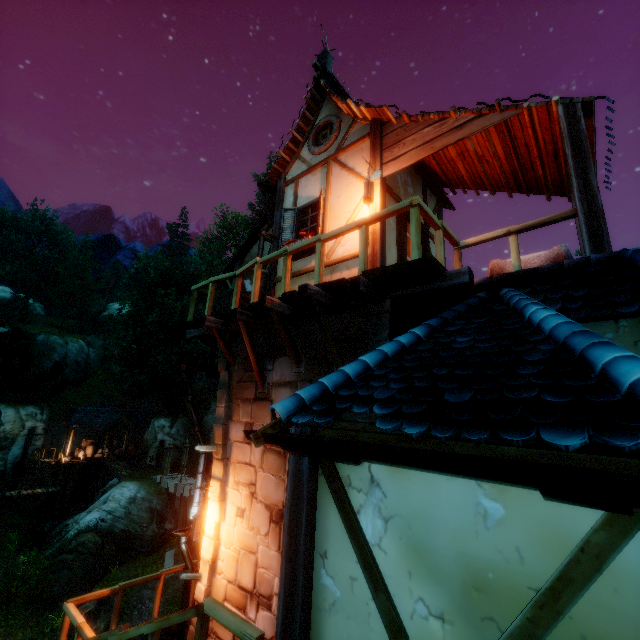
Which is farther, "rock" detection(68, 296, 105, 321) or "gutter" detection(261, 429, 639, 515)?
"rock" detection(68, 296, 105, 321)

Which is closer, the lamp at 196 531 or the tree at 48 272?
the lamp at 196 531

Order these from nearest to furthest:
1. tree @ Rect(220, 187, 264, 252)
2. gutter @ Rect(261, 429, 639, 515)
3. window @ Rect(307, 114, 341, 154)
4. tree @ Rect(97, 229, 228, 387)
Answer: gutter @ Rect(261, 429, 639, 515) < window @ Rect(307, 114, 341, 154) < tree @ Rect(97, 229, 228, 387) < tree @ Rect(220, 187, 264, 252)

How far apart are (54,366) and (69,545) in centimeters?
2356cm

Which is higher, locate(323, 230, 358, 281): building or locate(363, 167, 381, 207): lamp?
locate(363, 167, 381, 207): lamp

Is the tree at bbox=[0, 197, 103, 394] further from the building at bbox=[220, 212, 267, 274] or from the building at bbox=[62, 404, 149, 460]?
the building at bbox=[220, 212, 267, 274]

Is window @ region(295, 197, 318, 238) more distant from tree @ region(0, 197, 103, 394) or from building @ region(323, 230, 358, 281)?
tree @ region(0, 197, 103, 394)

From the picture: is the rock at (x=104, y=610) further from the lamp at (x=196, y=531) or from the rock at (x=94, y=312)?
the rock at (x=94, y=312)
